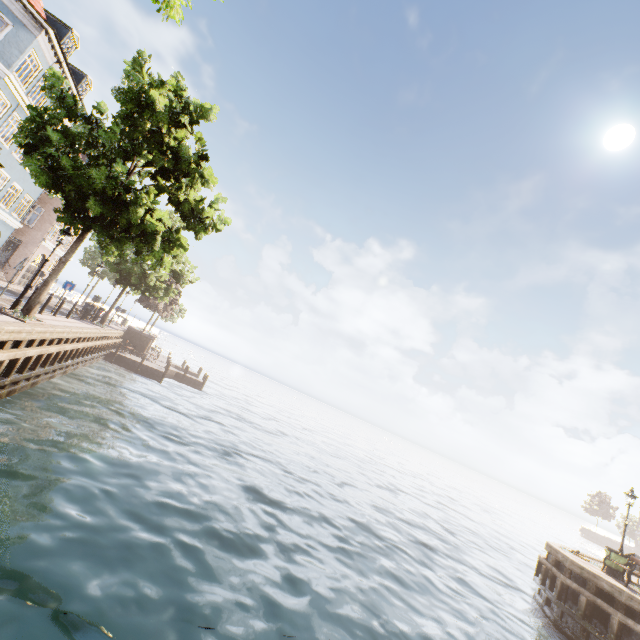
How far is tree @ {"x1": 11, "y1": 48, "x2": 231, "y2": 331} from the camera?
10.0m

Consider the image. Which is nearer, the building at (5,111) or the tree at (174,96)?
the tree at (174,96)

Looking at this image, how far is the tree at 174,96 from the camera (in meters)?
9.97

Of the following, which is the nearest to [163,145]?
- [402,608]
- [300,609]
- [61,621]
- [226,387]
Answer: [61,621]

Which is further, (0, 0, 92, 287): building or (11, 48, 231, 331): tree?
(0, 0, 92, 287): building
